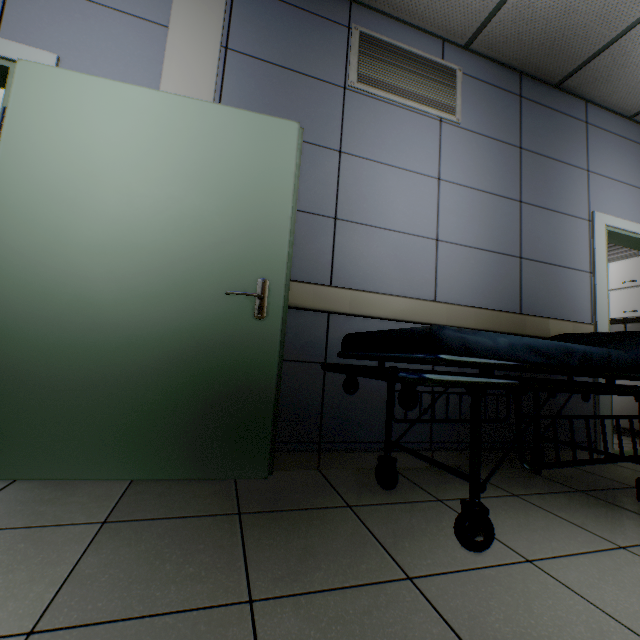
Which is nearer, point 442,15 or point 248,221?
point 248,221

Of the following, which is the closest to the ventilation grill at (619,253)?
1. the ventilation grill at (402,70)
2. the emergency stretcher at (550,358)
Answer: the emergency stretcher at (550,358)

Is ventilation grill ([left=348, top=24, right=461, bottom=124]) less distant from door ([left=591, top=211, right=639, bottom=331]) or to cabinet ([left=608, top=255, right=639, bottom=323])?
door ([left=591, top=211, right=639, bottom=331])

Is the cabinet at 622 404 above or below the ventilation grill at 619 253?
below

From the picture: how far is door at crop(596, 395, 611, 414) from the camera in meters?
2.7

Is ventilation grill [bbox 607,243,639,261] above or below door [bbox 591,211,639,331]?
above

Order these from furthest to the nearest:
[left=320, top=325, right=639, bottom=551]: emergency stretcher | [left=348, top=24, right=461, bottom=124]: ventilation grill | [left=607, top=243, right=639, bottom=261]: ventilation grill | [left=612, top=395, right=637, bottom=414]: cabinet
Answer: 1. [left=607, top=243, right=639, bottom=261]: ventilation grill
2. [left=612, top=395, right=637, bottom=414]: cabinet
3. [left=348, top=24, right=461, bottom=124]: ventilation grill
4. [left=320, top=325, right=639, bottom=551]: emergency stretcher

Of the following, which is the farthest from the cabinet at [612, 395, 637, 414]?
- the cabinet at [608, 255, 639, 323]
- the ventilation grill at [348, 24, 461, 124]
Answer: the ventilation grill at [348, 24, 461, 124]
